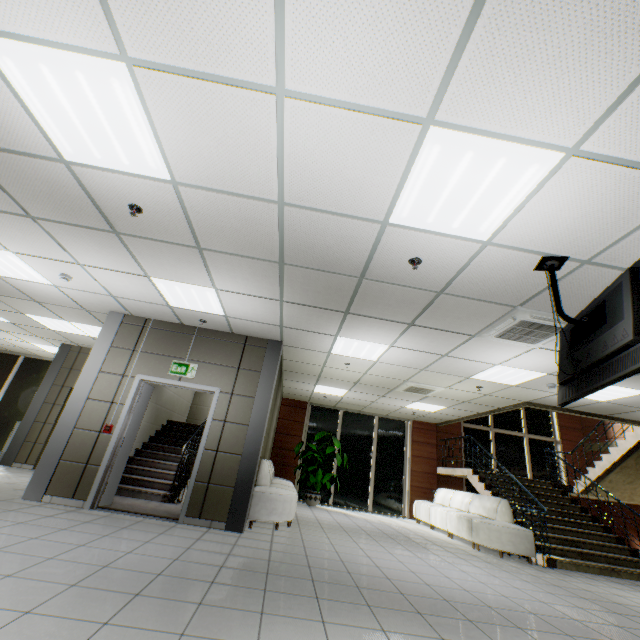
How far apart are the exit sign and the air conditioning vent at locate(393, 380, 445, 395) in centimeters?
468cm

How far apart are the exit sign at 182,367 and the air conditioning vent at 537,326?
4.9 meters

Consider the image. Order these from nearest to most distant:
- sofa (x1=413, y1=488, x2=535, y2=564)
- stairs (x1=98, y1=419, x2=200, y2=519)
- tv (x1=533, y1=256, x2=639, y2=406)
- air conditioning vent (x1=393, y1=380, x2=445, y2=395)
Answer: tv (x1=533, y1=256, x2=639, y2=406), stairs (x1=98, y1=419, x2=200, y2=519), sofa (x1=413, y1=488, x2=535, y2=564), air conditioning vent (x1=393, y1=380, x2=445, y2=395)

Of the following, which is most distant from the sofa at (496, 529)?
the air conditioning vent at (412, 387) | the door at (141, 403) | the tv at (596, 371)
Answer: the door at (141, 403)

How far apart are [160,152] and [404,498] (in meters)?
12.33

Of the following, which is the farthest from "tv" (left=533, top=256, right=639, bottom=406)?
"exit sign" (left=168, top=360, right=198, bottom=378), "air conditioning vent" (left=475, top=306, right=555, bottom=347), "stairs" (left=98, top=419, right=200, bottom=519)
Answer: "exit sign" (left=168, top=360, right=198, bottom=378)

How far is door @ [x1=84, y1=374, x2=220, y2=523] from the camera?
5.1 meters

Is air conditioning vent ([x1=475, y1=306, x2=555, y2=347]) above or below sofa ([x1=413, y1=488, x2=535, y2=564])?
above
